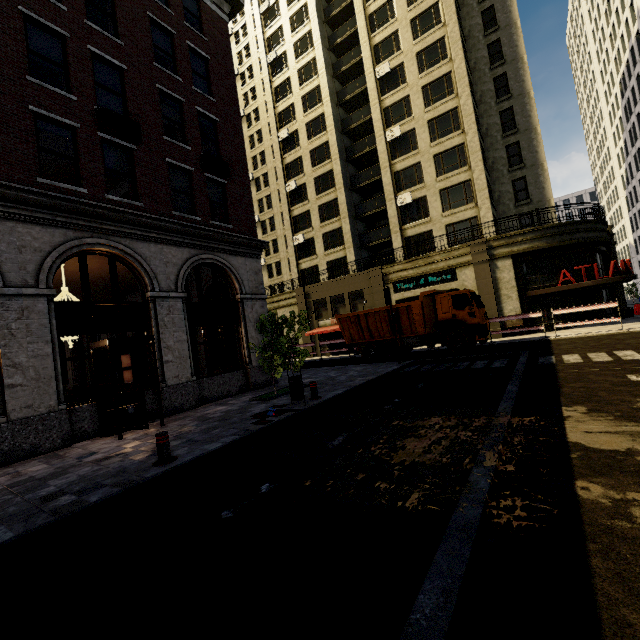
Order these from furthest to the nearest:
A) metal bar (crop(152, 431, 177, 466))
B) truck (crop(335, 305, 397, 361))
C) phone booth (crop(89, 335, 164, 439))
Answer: truck (crop(335, 305, 397, 361)) < phone booth (crop(89, 335, 164, 439)) < metal bar (crop(152, 431, 177, 466))

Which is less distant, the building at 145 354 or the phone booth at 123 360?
the phone booth at 123 360

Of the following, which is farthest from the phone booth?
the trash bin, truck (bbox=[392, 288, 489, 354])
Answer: truck (bbox=[392, 288, 489, 354])

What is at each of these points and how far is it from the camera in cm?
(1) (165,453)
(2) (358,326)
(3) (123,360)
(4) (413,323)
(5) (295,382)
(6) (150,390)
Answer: (1) metal bar, 614
(2) truck, 1944
(3) phone booth, 992
(4) truck, 1756
(5) trash bin, 950
(6) building, 1080

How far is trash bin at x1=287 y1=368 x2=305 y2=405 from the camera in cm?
948

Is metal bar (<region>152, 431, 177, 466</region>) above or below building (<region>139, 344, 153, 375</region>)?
below

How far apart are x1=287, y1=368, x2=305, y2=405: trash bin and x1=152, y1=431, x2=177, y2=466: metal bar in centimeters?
377cm

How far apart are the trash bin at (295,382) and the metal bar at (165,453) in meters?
3.8
